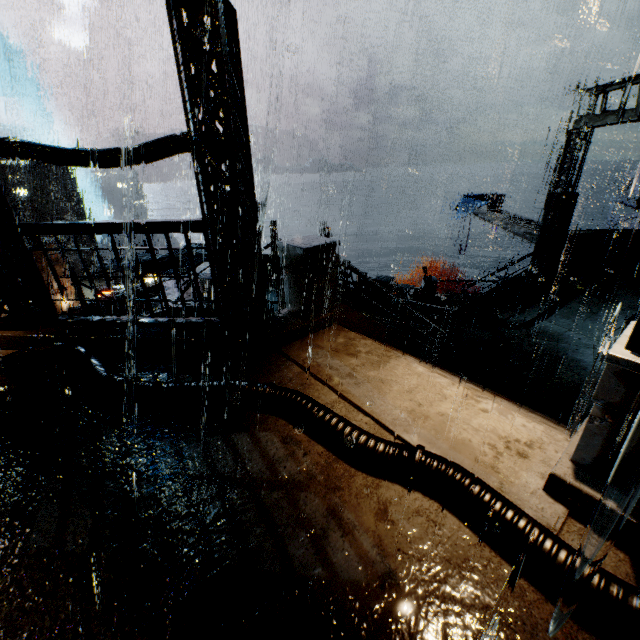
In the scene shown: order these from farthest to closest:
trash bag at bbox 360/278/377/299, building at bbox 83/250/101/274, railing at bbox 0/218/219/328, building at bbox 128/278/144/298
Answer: building at bbox 83/250/101/274
building at bbox 128/278/144/298
trash bag at bbox 360/278/377/299
railing at bbox 0/218/219/328

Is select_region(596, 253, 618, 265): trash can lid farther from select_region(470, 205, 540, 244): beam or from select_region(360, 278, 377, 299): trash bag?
select_region(360, 278, 377, 299): trash bag

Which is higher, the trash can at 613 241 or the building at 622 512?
the building at 622 512

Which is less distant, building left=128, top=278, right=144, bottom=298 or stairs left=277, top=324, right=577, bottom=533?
stairs left=277, top=324, right=577, bottom=533

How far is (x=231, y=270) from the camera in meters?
6.0

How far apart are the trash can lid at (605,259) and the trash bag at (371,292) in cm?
1017

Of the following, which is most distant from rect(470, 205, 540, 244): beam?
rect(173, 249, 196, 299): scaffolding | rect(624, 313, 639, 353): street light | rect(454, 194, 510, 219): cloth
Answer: rect(624, 313, 639, 353): street light

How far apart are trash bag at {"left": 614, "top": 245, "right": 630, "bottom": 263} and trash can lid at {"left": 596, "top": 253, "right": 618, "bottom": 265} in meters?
0.0
